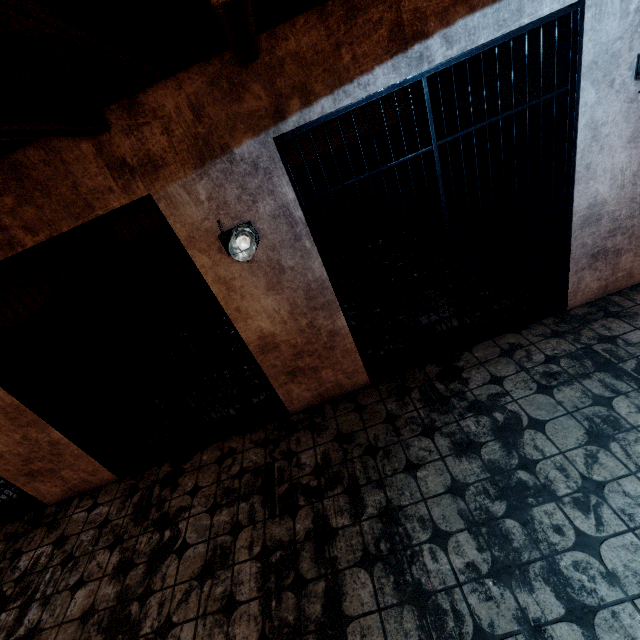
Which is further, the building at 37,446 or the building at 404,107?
the building at 404,107

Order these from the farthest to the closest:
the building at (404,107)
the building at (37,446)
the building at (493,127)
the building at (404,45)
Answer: the building at (404,107), the building at (493,127), the building at (37,446), the building at (404,45)

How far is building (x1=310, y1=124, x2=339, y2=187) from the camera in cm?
525

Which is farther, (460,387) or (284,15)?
(460,387)

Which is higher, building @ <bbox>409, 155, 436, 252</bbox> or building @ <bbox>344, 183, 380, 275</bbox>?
building @ <bbox>344, 183, 380, 275</bbox>

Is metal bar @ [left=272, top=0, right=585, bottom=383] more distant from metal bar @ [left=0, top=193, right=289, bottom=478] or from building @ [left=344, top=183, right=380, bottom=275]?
metal bar @ [left=0, top=193, right=289, bottom=478]
